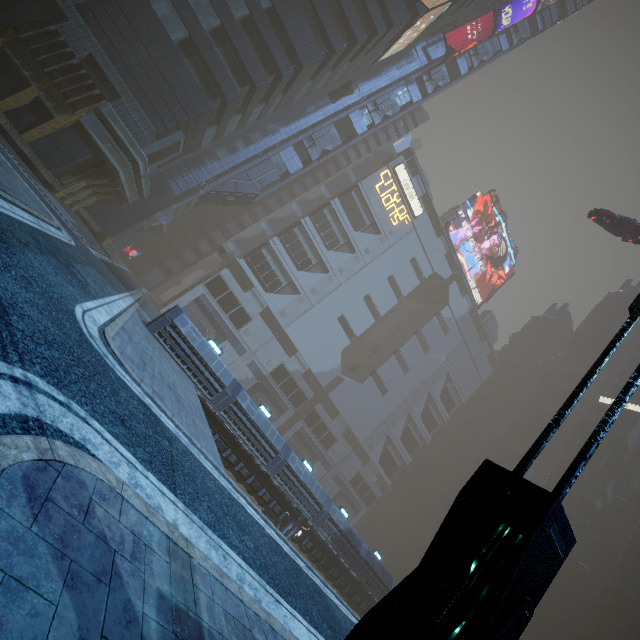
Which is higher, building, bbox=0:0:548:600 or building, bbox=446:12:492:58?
building, bbox=446:12:492:58

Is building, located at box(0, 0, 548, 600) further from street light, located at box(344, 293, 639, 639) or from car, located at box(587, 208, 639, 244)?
car, located at box(587, 208, 639, 244)

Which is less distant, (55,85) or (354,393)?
(55,85)

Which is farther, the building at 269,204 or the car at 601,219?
the car at 601,219

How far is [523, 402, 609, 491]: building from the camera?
52.8 meters

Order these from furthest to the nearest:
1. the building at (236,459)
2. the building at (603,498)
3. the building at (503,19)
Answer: the building at (503,19) < the building at (603,498) < the building at (236,459)

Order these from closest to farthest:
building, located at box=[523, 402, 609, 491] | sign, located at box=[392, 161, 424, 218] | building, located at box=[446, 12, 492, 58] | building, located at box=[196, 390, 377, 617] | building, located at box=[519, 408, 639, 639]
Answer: building, located at box=[196, 390, 377, 617]
building, located at box=[519, 408, 639, 639]
building, located at box=[446, 12, 492, 58]
building, located at box=[523, 402, 609, 491]
sign, located at box=[392, 161, 424, 218]
